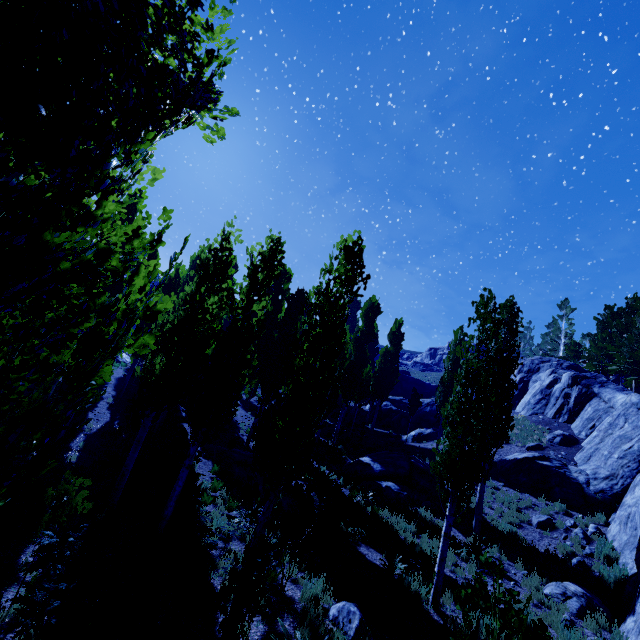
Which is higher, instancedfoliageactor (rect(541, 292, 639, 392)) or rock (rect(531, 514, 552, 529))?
instancedfoliageactor (rect(541, 292, 639, 392))

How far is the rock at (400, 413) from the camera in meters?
27.6

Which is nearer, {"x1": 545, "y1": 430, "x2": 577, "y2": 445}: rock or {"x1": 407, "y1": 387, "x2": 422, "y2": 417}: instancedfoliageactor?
{"x1": 545, "y1": 430, "x2": 577, "y2": 445}: rock

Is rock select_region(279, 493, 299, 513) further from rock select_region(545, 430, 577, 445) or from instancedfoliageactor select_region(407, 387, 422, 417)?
rock select_region(545, 430, 577, 445)

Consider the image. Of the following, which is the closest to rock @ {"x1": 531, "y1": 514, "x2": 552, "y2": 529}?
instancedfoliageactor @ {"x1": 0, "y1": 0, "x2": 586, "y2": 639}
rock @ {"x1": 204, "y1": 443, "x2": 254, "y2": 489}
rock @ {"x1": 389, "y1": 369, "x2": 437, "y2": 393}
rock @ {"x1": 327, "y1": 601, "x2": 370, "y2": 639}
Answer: instancedfoliageactor @ {"x1": 0, "y1": 0, "x2": 586, "y2": 639}

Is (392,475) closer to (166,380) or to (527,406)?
(166,380)

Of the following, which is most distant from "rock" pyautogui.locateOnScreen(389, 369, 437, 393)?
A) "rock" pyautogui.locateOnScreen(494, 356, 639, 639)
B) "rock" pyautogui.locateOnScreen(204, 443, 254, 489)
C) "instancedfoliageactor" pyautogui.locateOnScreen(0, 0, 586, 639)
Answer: "rock" pyautogui.locateOnScreen(204, 443, 254, 489)

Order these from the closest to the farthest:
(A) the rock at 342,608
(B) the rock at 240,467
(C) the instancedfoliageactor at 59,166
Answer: (C) the instancedfoliageactor at 59,166, (A) the rock at 342,608, (B) the rock at 240,467
